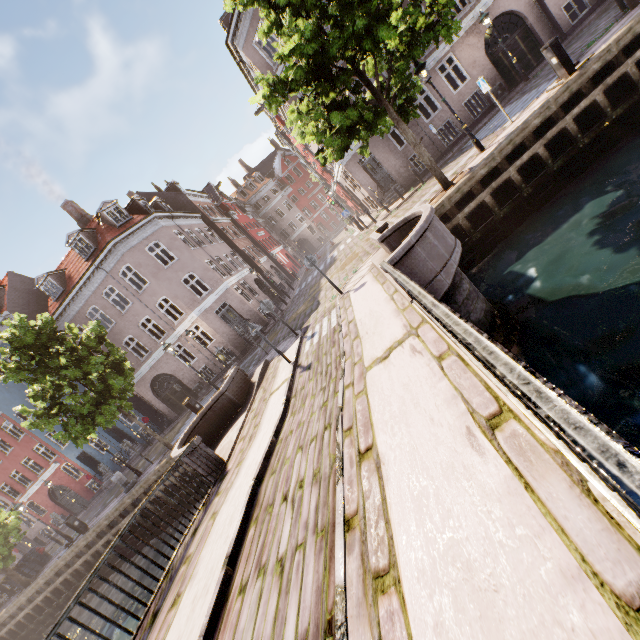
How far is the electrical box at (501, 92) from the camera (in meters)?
17.59

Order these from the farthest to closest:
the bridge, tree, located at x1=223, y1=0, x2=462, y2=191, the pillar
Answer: the pillar
tree, located at x1=223, y1=0, x2=462, y2=191
the bridge

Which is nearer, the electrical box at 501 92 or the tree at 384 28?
the tree at 384 28

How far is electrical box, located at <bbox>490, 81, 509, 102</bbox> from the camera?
17.59m

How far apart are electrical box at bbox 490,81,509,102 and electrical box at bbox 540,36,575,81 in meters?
9.0

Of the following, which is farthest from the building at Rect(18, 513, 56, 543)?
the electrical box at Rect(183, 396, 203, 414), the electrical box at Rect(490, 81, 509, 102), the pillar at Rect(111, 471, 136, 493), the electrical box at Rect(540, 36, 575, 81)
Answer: the electrical box at Rect(540, 36, 575, 81)

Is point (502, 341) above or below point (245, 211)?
below

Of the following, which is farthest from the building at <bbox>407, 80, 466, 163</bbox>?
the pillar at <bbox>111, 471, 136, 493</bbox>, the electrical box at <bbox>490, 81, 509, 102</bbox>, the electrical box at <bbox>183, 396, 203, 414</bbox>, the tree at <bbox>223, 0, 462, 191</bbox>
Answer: the electrical box at <bbox>183, 396, 203, 414</bbox>
